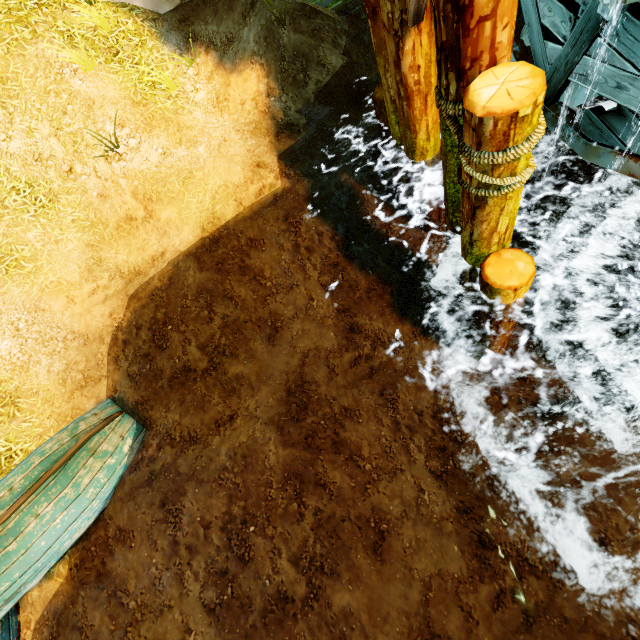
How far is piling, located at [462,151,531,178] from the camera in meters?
2.7 m

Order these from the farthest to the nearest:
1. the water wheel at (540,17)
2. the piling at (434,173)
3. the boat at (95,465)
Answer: the boat at (95,465) < the water wheel at (540,17) < the piling at (434,173)

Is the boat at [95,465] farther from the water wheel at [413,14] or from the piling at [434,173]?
the water wheel at [413,14]

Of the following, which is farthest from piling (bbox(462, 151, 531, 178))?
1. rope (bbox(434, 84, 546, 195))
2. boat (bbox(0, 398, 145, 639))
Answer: boat (bbox(0, 398, 145, 639))

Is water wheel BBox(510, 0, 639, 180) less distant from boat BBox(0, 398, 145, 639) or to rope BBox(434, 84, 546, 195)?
rope BBox(434, 84, 546, 195)

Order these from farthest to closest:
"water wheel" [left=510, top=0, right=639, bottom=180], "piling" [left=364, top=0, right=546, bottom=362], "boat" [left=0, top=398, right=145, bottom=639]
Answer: "boat" [left=0, top=398, right=145, bottom=639] → "water wheel" [left=510, top=0, right=639, bottom=180] → "piling" [left=364, top=0, right=546, bottom=362]

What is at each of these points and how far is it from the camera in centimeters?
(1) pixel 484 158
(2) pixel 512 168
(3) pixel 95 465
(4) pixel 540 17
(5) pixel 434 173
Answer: (1) rope, 260cm
(2) piling, 270cm
(3) boat, 473cm
(4) water wheel, 391cm
(5) piling, 538cm

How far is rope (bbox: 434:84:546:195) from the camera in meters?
2.5 m
